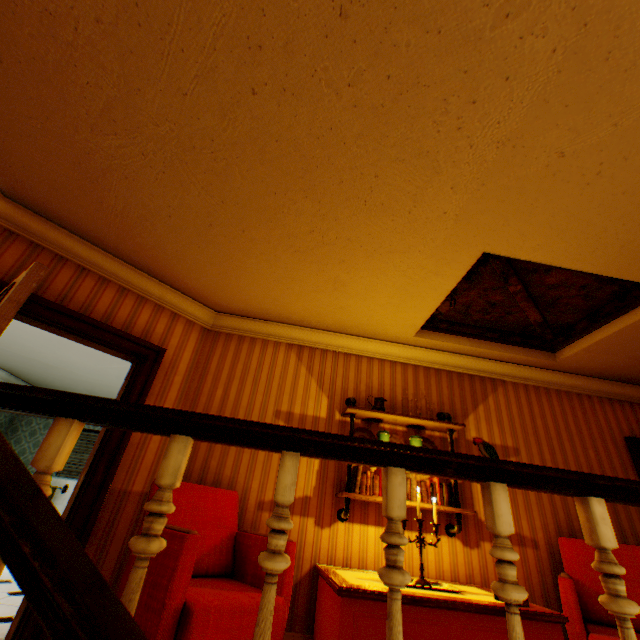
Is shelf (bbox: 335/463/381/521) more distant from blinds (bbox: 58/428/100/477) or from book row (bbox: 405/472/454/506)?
blinds (bbox: 58/428/100/477)

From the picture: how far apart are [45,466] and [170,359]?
3.01m

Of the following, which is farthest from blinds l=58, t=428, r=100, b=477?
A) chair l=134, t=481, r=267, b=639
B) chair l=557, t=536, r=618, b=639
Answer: A: chair l=557, t=536, r=618, b=639

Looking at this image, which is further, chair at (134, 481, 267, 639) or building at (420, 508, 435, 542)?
building at (420, 508, 435, 542)

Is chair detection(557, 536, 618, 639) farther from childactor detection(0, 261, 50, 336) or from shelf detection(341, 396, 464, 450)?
childactor detection(0, 261, 50, 336)

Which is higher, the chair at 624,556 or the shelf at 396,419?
the shelf at 396,419

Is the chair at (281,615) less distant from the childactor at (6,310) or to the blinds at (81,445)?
the childactor at (6,310)

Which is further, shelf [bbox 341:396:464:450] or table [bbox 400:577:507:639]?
shelf [bbox 341:396:464:450]
